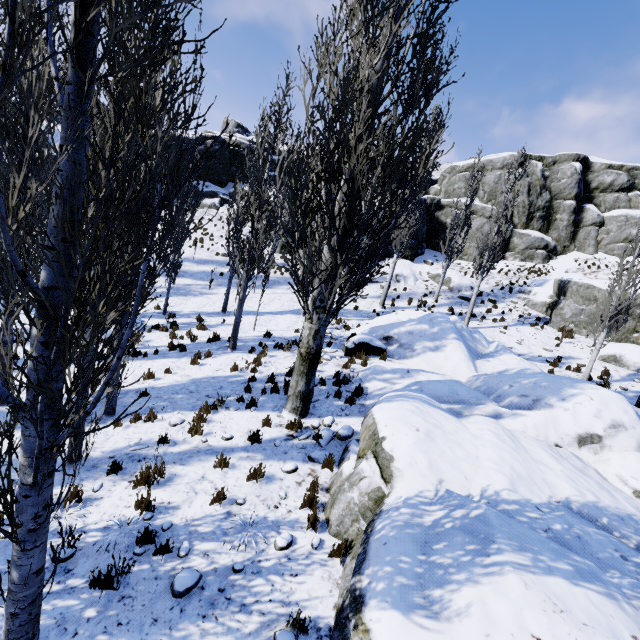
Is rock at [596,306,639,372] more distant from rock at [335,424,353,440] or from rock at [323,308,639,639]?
rock at [335,424,353,440]

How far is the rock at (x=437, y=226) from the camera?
26.69m

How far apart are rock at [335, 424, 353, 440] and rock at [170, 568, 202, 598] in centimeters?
351cm

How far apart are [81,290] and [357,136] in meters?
6.6 m

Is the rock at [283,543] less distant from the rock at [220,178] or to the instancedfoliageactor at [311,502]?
the instancedfoliageactor at [311,502]

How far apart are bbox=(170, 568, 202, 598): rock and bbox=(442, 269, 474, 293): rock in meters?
24.0

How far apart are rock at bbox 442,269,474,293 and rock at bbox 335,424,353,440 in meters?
19.5 m

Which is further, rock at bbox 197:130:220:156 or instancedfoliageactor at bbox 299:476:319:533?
rock at bbox 197:130:220:156
